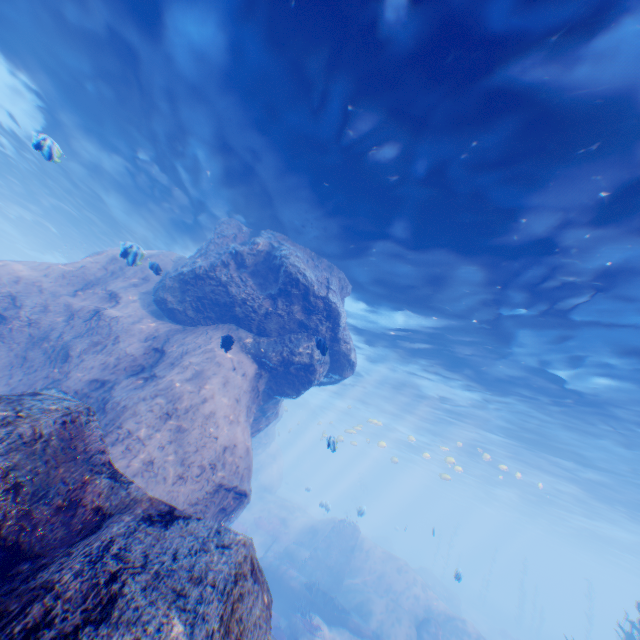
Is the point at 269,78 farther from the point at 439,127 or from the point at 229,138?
the point at 439,127

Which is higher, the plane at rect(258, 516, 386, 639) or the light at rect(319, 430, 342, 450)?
the light at rect(319, 430, 342, 450)

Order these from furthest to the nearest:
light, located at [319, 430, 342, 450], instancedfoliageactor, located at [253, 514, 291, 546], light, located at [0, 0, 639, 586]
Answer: instancedfoliageactor, located at [253, 514, 291, 546], light, located at [319, 430, 342, 450], light, located at [0, 0, 639, 586]

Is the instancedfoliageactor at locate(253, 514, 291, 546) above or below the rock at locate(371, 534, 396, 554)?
below

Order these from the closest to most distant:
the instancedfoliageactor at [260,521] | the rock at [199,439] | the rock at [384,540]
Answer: the rock at [199,439] → the instancedfoliageactor at [260,521] → the rock at [384,540]

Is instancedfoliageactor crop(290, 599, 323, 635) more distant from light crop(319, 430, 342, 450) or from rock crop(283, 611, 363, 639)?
light crop(319, 430, 342, 450)

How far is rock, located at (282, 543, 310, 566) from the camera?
20.4 meters

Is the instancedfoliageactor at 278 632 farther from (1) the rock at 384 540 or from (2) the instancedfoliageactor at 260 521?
(1) the rock at 384 540
